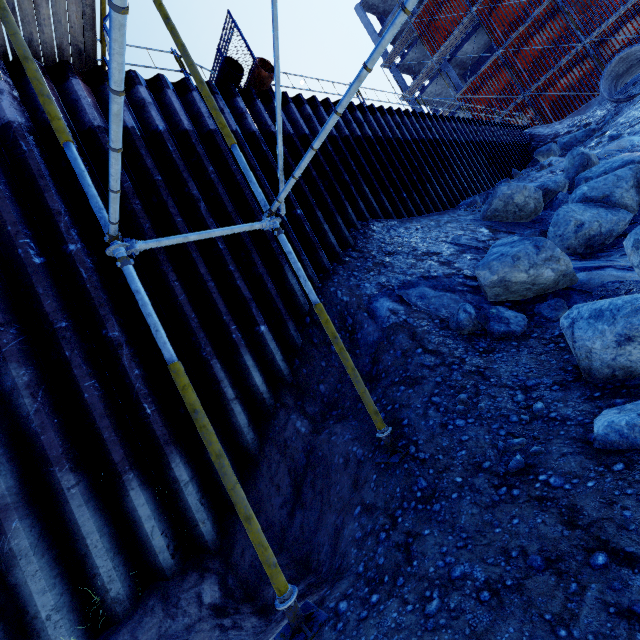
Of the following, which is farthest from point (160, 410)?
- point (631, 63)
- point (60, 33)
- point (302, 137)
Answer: point (631, 63)

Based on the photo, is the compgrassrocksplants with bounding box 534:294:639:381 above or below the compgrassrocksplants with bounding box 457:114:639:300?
below

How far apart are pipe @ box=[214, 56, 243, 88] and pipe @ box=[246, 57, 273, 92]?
0.3m

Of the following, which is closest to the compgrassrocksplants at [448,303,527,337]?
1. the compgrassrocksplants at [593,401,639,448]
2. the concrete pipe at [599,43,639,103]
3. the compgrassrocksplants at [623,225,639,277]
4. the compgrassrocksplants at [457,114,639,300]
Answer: the compgrassrocksplants at [623,225,639,277]

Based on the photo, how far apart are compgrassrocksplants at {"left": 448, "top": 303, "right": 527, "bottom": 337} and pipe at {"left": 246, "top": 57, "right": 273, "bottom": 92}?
6.83m

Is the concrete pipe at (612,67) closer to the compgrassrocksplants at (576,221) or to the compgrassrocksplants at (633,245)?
A: the compgrassrocksplants at (576,221)

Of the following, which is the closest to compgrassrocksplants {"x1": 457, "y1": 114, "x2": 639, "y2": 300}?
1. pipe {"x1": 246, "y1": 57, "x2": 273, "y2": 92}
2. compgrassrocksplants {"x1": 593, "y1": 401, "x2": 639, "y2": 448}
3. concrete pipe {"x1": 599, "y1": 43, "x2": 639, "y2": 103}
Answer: compgrassrocksplants {"x1": 593, "y1": 401, "x2": 639, "y2": 448}

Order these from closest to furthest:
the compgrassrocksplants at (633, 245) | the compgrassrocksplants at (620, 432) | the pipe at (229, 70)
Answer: the compgrassrocksplants at (620, 432)
the compgrassrocksplants at (633, 245)
the pipe at (229, 70)
